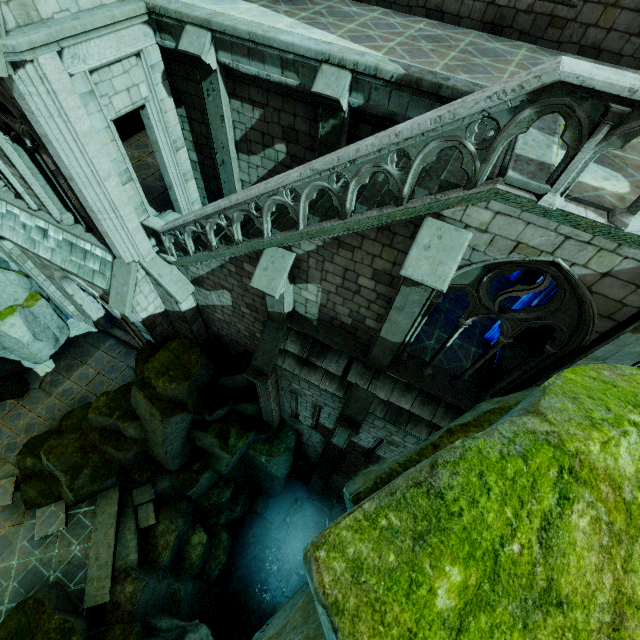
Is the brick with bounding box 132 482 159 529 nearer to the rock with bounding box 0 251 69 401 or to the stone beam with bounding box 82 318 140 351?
the rock with bounding box 0 251 69 401

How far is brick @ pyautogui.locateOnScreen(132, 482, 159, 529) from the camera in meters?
12.7

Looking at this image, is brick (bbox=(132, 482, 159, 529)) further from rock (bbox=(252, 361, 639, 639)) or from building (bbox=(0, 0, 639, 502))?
building (bbox=(0, 0, 639, 502))

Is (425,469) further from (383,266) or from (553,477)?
(383,266)

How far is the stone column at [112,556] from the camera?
11.2 meters

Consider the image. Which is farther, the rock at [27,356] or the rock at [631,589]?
the rock at [27,356]

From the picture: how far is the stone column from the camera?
11.2 meters

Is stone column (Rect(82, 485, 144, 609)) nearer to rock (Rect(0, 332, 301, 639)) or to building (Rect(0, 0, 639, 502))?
rock (Rect(0, 332, 301, 639))
